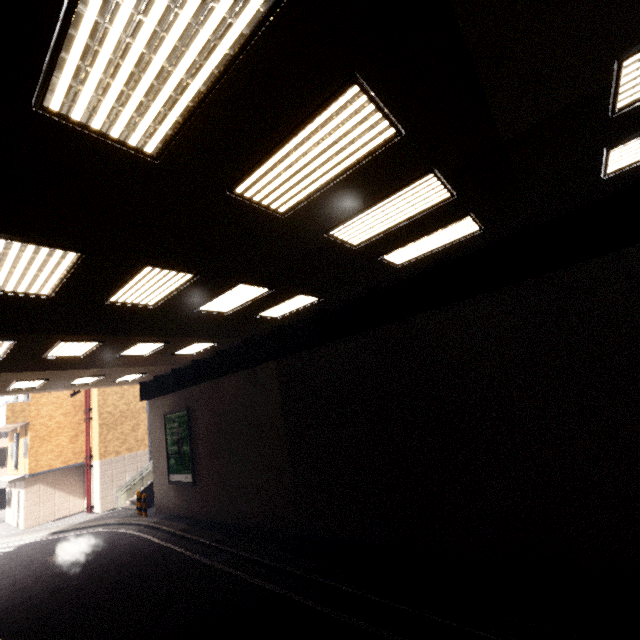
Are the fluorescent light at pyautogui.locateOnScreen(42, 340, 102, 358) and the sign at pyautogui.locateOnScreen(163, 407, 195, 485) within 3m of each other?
no

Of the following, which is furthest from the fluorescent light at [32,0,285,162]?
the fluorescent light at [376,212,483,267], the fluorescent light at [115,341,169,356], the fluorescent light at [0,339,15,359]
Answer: the fluorescent light at [115,341,169,356]

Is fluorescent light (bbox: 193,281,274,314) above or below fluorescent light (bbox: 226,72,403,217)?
above

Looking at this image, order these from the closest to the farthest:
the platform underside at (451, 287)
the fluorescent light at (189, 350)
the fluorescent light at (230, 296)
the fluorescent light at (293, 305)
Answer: the platform underside at (451, 287) → the fluorescent light at (230, 296) → the fluorescent light at (293, 305) → the fluorescent light at (189, 350)

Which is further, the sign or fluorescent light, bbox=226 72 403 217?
the sign

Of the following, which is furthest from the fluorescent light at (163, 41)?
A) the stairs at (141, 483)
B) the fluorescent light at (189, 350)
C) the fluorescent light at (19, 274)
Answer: the stairs at (141, 483)

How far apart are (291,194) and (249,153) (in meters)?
0.89

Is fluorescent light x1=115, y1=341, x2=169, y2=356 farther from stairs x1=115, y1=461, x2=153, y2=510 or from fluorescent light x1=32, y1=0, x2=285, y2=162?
stairs x1=115, y1=461, x2=153, y2=510
